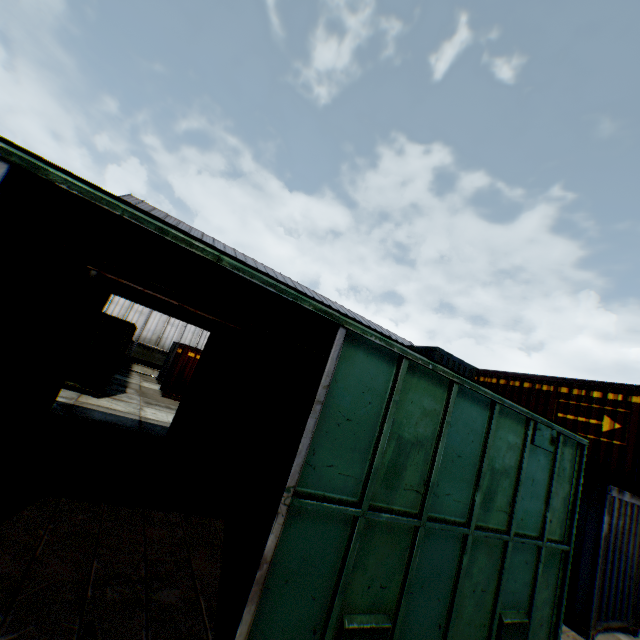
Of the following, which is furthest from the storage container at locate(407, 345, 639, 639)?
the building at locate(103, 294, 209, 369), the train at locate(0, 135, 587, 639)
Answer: the building at locate(103, 294, 209, 369)

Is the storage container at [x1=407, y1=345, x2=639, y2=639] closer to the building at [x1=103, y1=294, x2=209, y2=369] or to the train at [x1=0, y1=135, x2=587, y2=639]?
the train at [x1=0, y1=135, x2=587, y2=639]

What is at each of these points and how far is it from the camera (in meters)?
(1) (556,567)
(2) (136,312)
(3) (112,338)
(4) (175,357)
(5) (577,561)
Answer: (1) train, 4.81
(2) building, 25.91
(3) storage container, 12.12
(4) storage container, 19.09
(5) storage container, 6.96

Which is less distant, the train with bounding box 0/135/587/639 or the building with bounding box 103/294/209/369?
the train with bounding box 0/135/587/639

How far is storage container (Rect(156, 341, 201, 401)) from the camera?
17.3m

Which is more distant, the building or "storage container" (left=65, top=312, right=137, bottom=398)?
the building

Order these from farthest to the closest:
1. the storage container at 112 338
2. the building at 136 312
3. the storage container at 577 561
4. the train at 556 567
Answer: the building at 136 312, the storage container at 112 338, the storage container at 577 561, the train at 556 567

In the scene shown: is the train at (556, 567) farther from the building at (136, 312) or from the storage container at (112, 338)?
the building at (136, 312)
